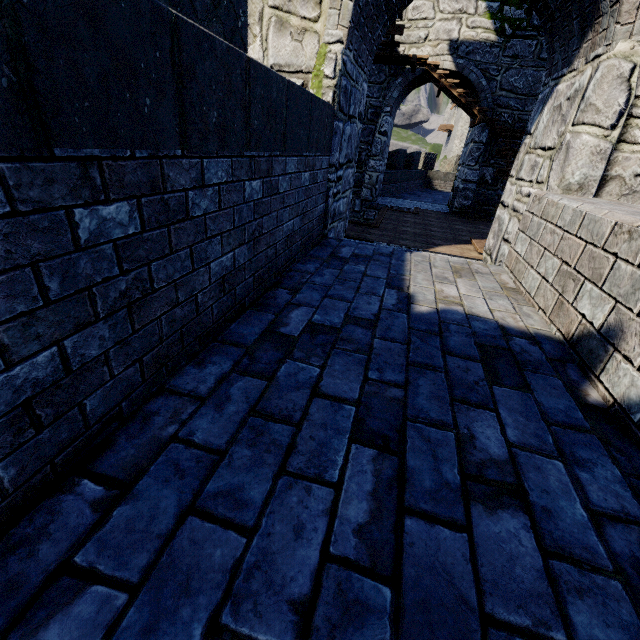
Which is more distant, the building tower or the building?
the building tower

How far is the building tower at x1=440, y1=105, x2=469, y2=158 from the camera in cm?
3866

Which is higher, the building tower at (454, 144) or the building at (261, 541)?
the building tower at (454, 144)

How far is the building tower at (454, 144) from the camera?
38.7m

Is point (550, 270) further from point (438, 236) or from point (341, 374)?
point (438, 236)

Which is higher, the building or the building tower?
the building tower
